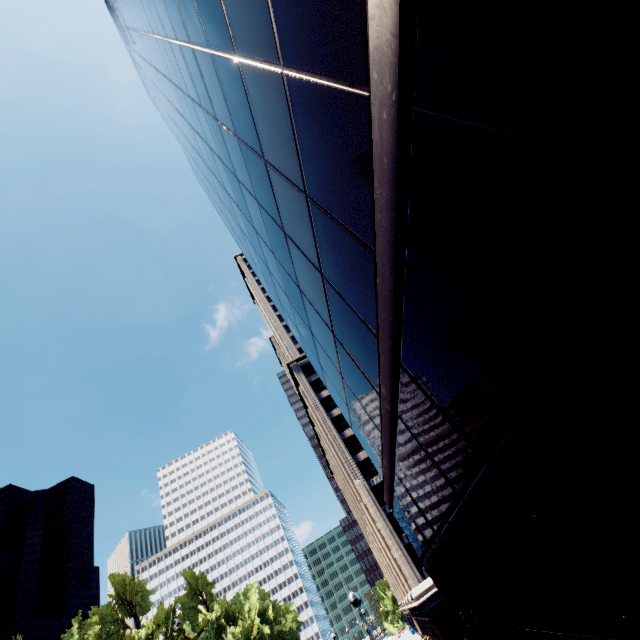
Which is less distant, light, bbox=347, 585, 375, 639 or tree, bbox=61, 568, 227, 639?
light, bbox=347, 585, 375, 639

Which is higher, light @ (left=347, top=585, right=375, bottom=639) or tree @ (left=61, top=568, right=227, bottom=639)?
tree @ (left=61, top=568, right=227, bottom=639)

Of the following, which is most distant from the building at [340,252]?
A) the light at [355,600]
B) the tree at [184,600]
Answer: the tree at [184,600]

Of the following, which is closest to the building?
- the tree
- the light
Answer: the light

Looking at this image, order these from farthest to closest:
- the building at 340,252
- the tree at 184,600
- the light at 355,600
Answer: the tree at 184,600
the light at 355,600
the building at 340,252

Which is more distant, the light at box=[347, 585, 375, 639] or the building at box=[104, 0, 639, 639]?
the light at box=[347, 585, 375, 639]

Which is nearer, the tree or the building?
the building

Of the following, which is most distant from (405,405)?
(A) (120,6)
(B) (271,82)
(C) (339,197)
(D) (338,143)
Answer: (A) (120,6)
